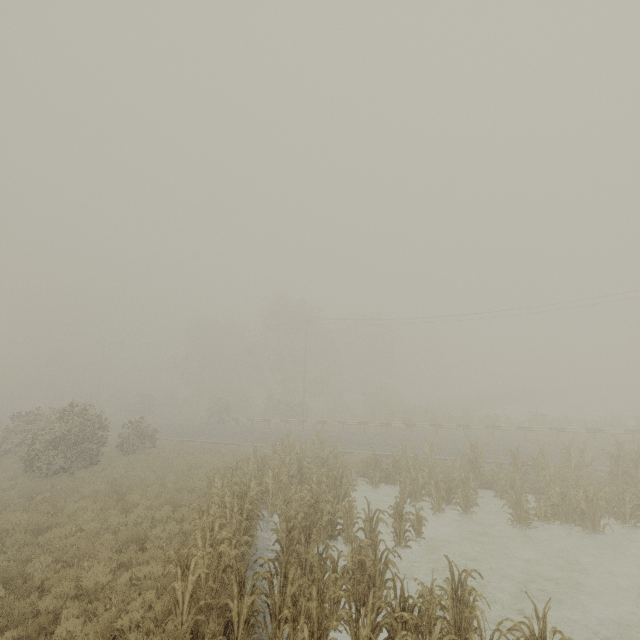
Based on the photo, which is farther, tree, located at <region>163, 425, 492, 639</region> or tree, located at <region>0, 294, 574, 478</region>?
tree, located at <region>0, 294, 574, 478</region>

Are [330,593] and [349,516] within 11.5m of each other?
yes

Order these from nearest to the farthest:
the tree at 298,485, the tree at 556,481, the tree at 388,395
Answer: the tree at 298,485, the tree at 556,481, the tree at 388,395

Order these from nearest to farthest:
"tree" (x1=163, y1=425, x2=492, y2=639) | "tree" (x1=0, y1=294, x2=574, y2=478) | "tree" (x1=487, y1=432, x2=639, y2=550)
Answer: "tree" (x1=163, y1=425, x2=492, y2=639), "tree" (x1=487, y1=432, x2=639, y2=550), "tree" (x1=0, y1=294, x2=574, y2=478)

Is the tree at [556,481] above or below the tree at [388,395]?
below

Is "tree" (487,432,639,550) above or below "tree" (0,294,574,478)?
below
